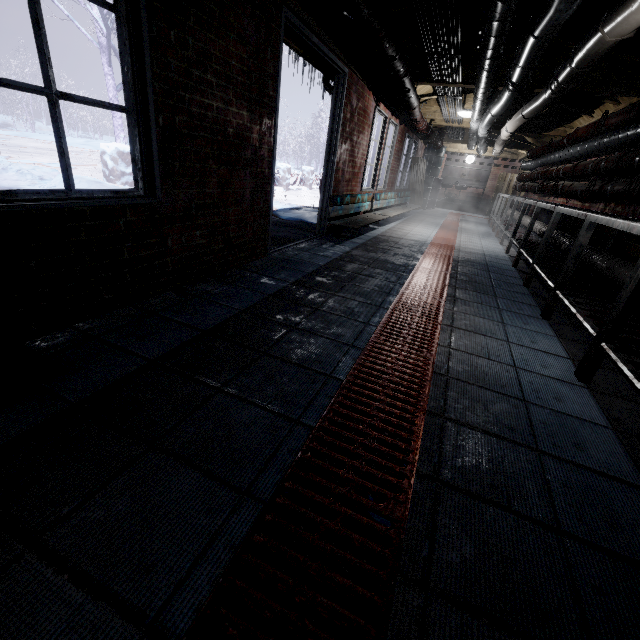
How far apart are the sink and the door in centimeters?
948cm

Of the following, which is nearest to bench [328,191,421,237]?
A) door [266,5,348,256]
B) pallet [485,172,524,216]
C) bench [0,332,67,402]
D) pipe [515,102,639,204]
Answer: door [266,5,348,256]

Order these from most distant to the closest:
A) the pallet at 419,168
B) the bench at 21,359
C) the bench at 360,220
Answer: the pallet at 419,168, the bench at 360,220, the bench at 21,359

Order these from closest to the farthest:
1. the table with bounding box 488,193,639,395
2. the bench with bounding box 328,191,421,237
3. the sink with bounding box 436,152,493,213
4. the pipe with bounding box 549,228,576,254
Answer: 1. the table with bounding box 488,193,639,395
2. the pipe with bounding box 549,228,576,254
3. the bench with bounding box 328,191,421,237
4. the sink with bounding box 436,152,493,213

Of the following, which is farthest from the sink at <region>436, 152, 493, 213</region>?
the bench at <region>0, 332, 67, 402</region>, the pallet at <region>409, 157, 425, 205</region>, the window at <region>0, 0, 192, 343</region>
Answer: the bench at <region>0, 332, 67, 402</region>

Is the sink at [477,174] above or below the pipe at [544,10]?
below

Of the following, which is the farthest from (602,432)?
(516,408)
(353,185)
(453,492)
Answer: (353,185)

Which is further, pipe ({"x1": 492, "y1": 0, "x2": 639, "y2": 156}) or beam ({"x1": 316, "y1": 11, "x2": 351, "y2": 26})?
beam ({"x1": 316, "y1": 11, "x2": 351, "y2": 26})
